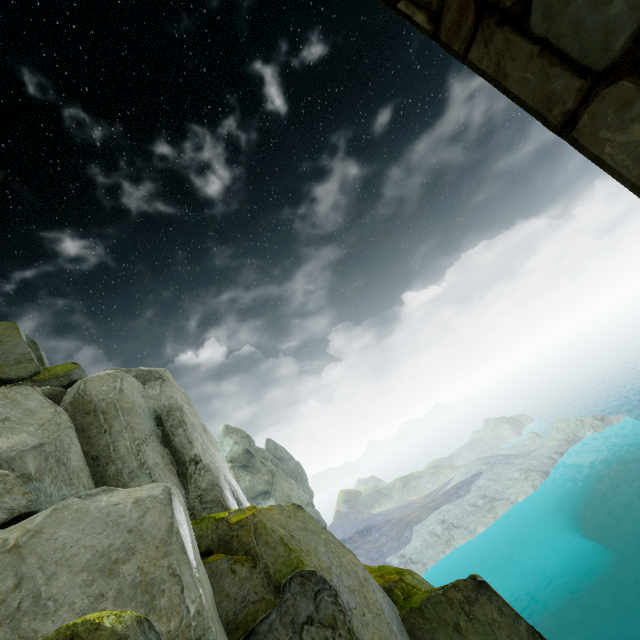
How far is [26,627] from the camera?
4.1 meters
